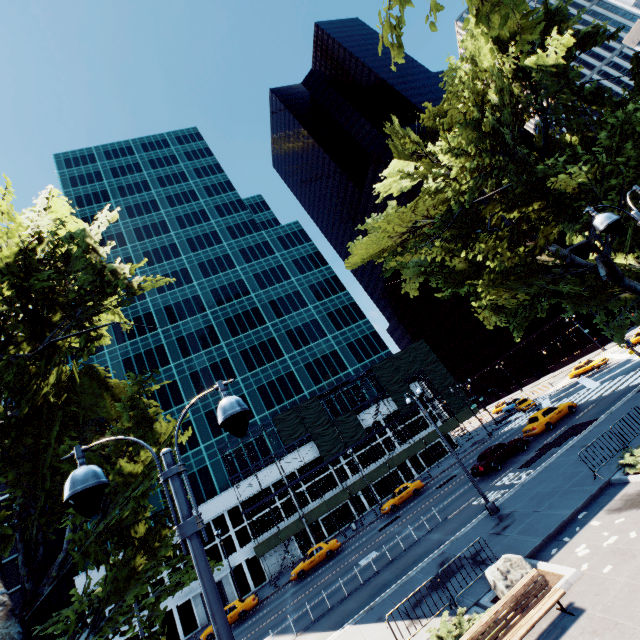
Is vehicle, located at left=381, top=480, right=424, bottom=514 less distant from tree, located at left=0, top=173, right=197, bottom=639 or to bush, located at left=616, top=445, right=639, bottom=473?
tree, located at left=0, top=173, right=197, bottom=639

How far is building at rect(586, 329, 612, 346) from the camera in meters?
58.6 m

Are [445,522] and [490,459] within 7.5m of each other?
yes

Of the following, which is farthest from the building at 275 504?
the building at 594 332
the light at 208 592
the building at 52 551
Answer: the light at 208 592

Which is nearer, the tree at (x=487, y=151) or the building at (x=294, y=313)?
the tree at (x=487, y=151)

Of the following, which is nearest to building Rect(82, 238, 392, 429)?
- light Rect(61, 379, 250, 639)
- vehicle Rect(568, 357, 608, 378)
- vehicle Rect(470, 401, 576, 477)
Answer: vehicle Rect(568, 357, 608, 378)

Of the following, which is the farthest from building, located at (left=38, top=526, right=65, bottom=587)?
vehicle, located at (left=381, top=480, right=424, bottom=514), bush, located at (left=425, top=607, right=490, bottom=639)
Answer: bush, located at (left=425, top=607, right=490, bottom=639)

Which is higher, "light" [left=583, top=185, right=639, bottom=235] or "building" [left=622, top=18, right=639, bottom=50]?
"building" [left=622, top=18, right=639, bottom=50]
